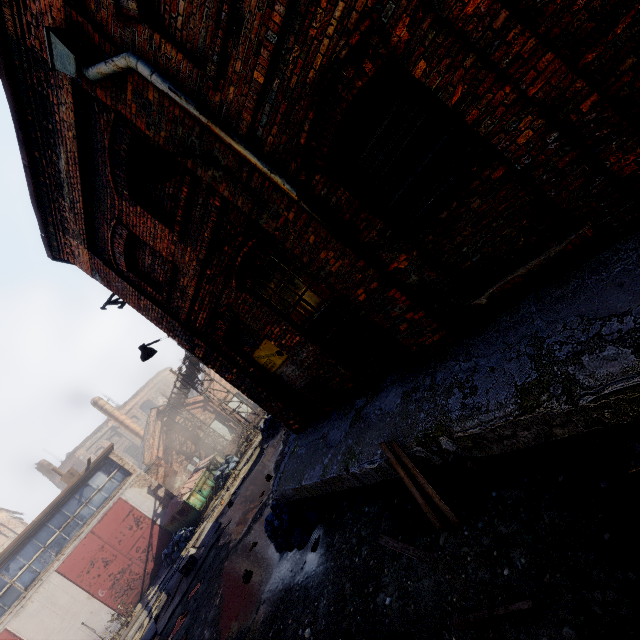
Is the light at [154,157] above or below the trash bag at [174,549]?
above

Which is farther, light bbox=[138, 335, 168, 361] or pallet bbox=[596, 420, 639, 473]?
light bbox=[138, 335, 168, 361]

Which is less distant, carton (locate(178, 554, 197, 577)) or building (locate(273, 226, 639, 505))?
building (locate(273, 226, 639, 505))

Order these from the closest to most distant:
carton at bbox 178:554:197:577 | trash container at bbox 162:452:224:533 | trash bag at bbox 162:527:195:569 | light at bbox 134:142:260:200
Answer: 1. light at bbox 134:142:260:200
2. carton at bbox 178:554:197:577
3. trash bag at bbox 162:527:195:569
4. trash container at bbox 162:452:224:533

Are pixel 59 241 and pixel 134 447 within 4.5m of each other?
no

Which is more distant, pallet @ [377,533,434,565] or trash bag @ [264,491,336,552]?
trash bag @ [264,491,336,552]

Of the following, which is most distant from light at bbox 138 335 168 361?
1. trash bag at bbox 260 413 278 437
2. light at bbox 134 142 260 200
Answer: trash bag at bbox 260 413 278 437

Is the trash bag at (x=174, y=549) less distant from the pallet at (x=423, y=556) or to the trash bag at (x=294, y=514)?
the trash bag at (x=294, y=514)
